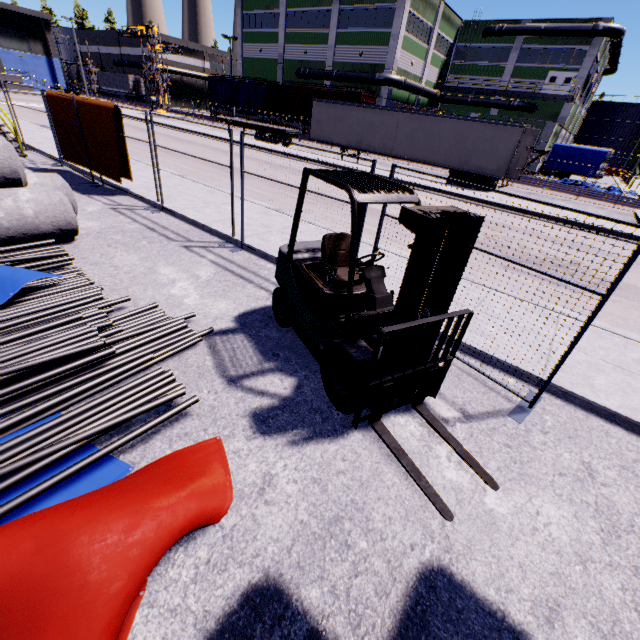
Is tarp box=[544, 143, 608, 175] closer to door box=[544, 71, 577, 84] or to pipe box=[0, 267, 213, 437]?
door box=[544, 71, 577, 84]

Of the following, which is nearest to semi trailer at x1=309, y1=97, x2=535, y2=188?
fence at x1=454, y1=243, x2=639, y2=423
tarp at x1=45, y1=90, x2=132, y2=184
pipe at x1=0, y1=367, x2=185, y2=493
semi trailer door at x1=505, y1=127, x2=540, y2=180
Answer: semi trailer door at x1=505, y1=127, x2=540, y2=180

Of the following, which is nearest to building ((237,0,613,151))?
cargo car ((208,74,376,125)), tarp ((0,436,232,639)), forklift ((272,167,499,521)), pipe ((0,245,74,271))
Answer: cargo car ((208,74,376,125))

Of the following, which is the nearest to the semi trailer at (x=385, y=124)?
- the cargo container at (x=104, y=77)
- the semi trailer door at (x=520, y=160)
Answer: the semi trailer door at (x=520, y=160)

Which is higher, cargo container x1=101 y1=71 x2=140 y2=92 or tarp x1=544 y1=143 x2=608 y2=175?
cargo container x1=101 y1=71 x2=140 y2=92

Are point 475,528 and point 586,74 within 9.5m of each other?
no

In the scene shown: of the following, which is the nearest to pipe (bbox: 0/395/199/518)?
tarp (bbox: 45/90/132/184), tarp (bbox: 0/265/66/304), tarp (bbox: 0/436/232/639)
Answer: tarp (bbox: 0/436/232/639)

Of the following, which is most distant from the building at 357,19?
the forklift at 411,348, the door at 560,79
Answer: the forklift at 411,348
